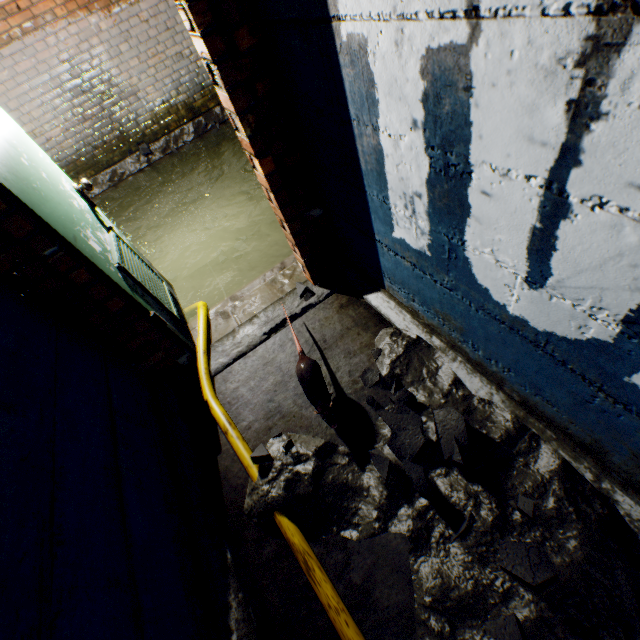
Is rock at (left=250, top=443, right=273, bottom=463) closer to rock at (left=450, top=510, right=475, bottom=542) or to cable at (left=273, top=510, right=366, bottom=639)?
cable at (left=273, top=510, right=366, bottom=639)

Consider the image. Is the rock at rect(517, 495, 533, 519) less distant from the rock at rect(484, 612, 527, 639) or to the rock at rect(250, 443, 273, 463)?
the rock at rect(484, 612, 527, 639)

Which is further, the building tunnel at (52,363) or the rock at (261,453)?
the rock at (261,453)

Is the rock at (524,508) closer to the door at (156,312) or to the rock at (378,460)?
the rock at (378,460)

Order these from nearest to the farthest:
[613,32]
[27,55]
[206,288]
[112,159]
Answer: [613,32]
[206,288]
[27,55]
[112,159]

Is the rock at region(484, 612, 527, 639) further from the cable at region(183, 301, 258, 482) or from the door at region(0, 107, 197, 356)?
the door at region(0, 107, 197, 356)

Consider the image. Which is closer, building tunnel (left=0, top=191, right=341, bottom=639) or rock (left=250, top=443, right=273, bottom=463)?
building tunnel (left=0, top=191, right=341, bottom=639)

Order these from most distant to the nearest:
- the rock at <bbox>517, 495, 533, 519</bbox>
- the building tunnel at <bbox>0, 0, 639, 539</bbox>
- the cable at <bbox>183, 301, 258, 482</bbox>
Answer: the cable at <bbox>183, 301, 258, 482</bbox> < the rock at <bbox>517, 495, 533, 519</bbox> < the building tunnel at <bbox>0, 0, 639, 539</bbox>
